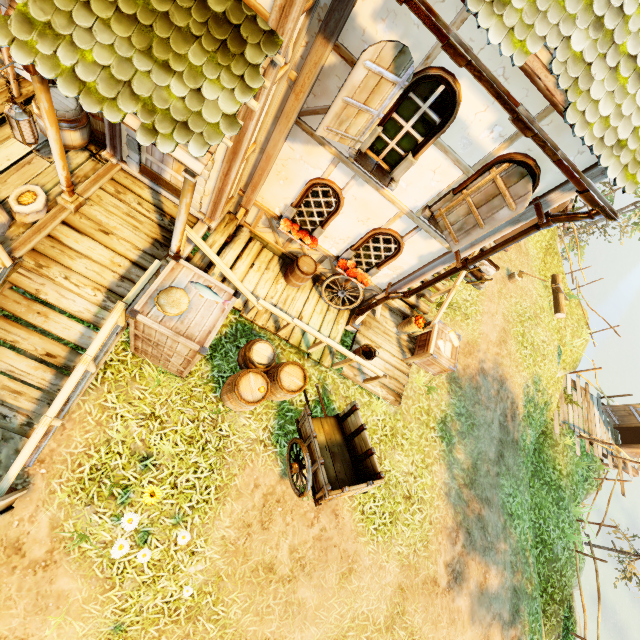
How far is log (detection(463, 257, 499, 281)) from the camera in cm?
967

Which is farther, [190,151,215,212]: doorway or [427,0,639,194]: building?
[190,151,215,212]: doorway

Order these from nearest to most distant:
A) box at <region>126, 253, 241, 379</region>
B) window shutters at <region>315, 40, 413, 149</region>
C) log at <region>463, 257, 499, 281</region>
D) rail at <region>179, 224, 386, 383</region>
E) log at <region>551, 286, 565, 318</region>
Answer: window shutters at <region>315, 40, 413, 149</region>
box at <region>126, 253, 241, 379</region>
rail at <region>179, 224, 386, 383</region>
log at <region>463, 257, 499, 281</region>
log at <region>551, 286, 565, 318</region>

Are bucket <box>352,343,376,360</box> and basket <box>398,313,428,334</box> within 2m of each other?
yes

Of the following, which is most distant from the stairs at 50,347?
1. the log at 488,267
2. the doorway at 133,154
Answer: the log at 488,267

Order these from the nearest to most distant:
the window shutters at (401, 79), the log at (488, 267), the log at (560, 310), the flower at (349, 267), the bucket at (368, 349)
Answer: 1. the window shutters at (401, 79)
2. the flower at (349, 267)
3. the bucket at (368, 349)
4. the log at (488, 267)
5. the log at (560, 310)

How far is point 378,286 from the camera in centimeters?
756cm

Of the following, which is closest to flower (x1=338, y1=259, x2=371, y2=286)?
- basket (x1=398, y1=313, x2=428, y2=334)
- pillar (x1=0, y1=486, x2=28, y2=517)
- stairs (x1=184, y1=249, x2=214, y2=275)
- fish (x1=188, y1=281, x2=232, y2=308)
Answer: basket (x1=398, y1=313, x2=428, y2=334)
